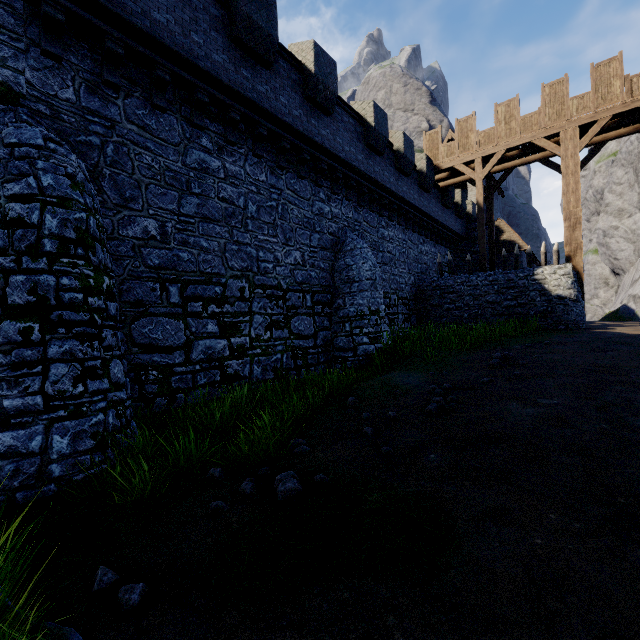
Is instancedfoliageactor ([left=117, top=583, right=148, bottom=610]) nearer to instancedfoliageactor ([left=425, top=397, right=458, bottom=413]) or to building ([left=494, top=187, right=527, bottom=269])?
instancedfoliageactor ([left=425, top=397, right=458, bottom=413])

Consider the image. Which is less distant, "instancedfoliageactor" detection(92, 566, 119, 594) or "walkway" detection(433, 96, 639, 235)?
"instancedfoliageactor" detection(92, 566, 119, 594)

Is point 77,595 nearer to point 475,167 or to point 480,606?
point 480,606

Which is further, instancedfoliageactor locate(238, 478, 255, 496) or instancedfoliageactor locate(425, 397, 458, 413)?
instancedfoliageactor locate(425, 397, 458, 413)

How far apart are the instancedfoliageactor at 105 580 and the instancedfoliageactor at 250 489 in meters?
1.5

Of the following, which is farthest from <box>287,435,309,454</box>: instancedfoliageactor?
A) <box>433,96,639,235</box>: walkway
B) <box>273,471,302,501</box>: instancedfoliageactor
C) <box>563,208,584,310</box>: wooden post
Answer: <box>433,96,639,235</box>: walkway

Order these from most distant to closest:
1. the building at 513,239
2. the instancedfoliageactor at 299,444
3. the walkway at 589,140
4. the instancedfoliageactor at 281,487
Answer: the building at 513,239 < the walkway at 589,140 < the instancedfoliageactor at 299,444 < the instancedfoliageactor at 281,487

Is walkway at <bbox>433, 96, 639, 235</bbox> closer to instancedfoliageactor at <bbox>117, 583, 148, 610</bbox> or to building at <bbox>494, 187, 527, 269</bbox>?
building at <bbox>494, 187, 527, 269</bbox>
